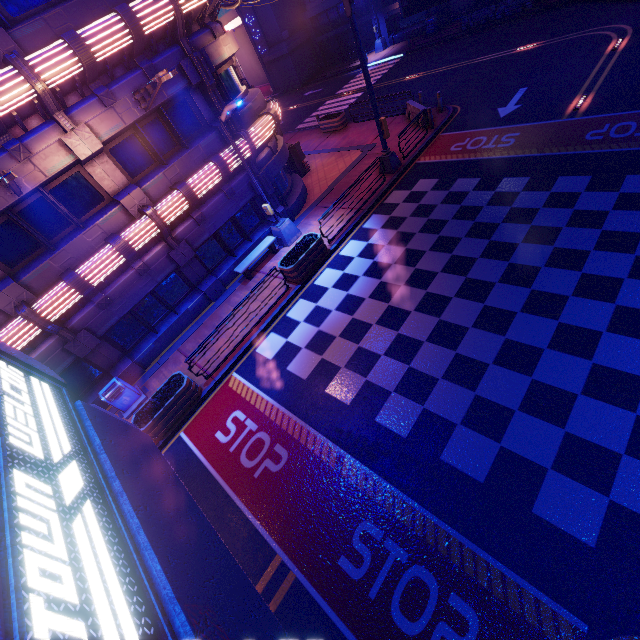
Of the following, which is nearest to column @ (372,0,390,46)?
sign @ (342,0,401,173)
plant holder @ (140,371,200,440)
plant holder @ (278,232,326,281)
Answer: sign @ (342,0,401,173)

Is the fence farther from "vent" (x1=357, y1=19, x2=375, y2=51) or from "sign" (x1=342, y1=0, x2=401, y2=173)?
"vent" (x1=357, y1=19, x2=375, y2=51)

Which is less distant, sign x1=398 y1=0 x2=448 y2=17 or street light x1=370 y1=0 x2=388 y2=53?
sign x1=398 y1=0 x2=448 y2=17

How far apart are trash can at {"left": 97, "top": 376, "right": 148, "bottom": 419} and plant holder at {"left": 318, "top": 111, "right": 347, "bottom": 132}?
21.1 meters

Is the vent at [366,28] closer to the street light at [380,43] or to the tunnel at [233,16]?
the street light at [380,43]

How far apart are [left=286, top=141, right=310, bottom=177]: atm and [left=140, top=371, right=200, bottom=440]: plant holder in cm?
1458

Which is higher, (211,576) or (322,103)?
(211,576)

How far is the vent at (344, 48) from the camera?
36.2 meters
